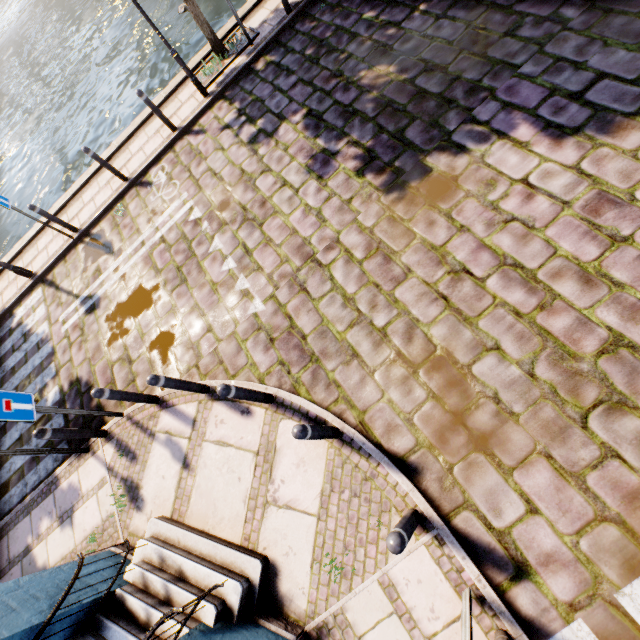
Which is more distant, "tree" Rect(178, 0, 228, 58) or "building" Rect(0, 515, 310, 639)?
"tree" Rect(178, 0, 228, 58)

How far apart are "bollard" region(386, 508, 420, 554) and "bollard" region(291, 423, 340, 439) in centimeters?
110cm

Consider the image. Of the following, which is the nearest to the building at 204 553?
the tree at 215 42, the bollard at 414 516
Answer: the bollard at 414 516

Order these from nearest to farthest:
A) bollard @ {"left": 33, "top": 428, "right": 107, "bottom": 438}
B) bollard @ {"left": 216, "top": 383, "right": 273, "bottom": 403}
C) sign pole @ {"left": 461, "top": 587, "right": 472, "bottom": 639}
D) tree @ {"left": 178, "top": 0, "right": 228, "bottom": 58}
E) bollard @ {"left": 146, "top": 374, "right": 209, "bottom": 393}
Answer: sign pole @ {"left": 461, "top": 587, "right": 472, "bottom": 639}, bollard @ {"left": 216, "top": 383, "right": 273, "bottom": 403}, bollard @ {"left": 146, "top": 374, "right": 209, "bottom": 393}, bollard @ {"left": 33, "top": 428, "right": 107, "bottom": 438}, tree @ {"left": 178, "top": 0, "right": 228, "bottom": 58}

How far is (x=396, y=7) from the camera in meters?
6.6

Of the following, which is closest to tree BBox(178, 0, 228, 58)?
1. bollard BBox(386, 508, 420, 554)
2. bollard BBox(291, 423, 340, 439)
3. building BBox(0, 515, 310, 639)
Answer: building BBox(0, 515, 310, 639)

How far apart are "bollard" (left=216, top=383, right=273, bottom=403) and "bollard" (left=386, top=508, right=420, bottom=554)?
2.27m

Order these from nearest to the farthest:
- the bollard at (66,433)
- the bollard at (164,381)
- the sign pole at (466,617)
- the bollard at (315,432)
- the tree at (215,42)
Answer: the sign pole at (466,617) → the bollard at (315,432) → the bollard at (164,381) → the bollard at (66,433) → the tree at (215,42)
